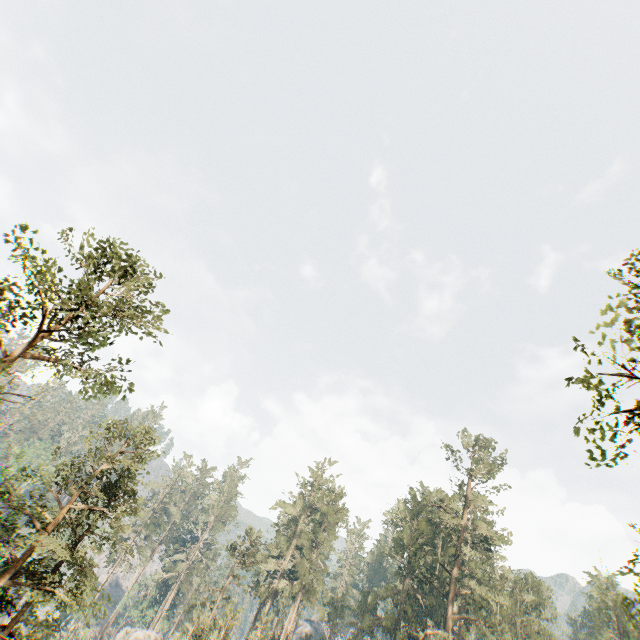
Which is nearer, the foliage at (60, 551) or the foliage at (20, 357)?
the foliage at (20, 357)

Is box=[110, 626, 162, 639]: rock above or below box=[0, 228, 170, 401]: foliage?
below

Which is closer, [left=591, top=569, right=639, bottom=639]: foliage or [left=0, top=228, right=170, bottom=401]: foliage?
[left=591, top=569, right=639, bottom=639]: foliage

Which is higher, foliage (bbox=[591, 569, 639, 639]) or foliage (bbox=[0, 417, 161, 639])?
foliage (bbox=[591, 569, 639, 639])

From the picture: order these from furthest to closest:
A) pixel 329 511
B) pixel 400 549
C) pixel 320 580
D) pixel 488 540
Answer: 1. pixel 329 511
2. pixel 320 580
3. pixel 400 549
4. pixel 488 540

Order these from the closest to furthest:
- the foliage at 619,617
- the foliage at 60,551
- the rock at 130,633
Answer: the foliage at 619,617
the foliage at 60,551
the rock at 130,633

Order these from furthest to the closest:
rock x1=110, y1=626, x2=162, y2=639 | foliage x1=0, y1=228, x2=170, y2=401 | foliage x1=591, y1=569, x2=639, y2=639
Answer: rock x1=110, y1=626, x2=162, y2=639 → foliage x1=0, y1=228, x2=170, y2=401 → foliage x1=591, y1=569, x2=639, y2=639
